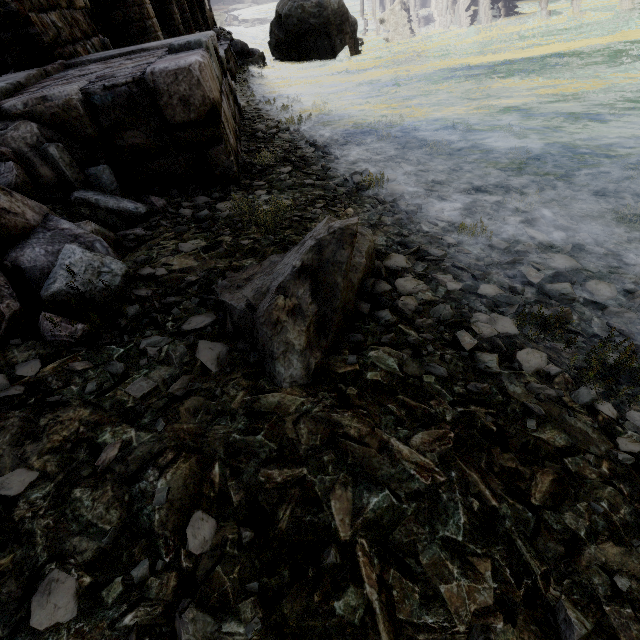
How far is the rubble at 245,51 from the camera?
18.81m

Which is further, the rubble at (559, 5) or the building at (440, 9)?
the building at (440, 9)

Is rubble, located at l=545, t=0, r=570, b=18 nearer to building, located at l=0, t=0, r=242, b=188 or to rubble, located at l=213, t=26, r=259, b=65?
building, located at l=0, t=0, r=242, b=188

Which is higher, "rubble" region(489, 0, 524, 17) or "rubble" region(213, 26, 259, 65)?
"rubble" region(213, 26, 259, 65)

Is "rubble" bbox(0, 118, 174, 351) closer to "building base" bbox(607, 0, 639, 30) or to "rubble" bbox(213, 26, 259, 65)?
"rubble" bbox(213, 26, 259, 65)

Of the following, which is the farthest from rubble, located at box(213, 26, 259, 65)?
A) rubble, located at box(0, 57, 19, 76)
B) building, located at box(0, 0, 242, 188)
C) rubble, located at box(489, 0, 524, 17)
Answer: rubble, located at box(0, 57, 19, 76)

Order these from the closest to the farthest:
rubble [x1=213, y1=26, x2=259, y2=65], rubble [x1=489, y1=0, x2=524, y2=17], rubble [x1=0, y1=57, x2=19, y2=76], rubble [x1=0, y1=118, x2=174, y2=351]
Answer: rubble [x1=0, y1=118, x2=174, y2=351]
rubble [x1=0, y1=57, x2=19, y2=76]
rubble [x1=213, y1=26, x2=259, y2=65]
rubble [x1=489, y1=0, x2=524, y2=17]

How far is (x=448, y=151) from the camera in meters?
5.4 m
